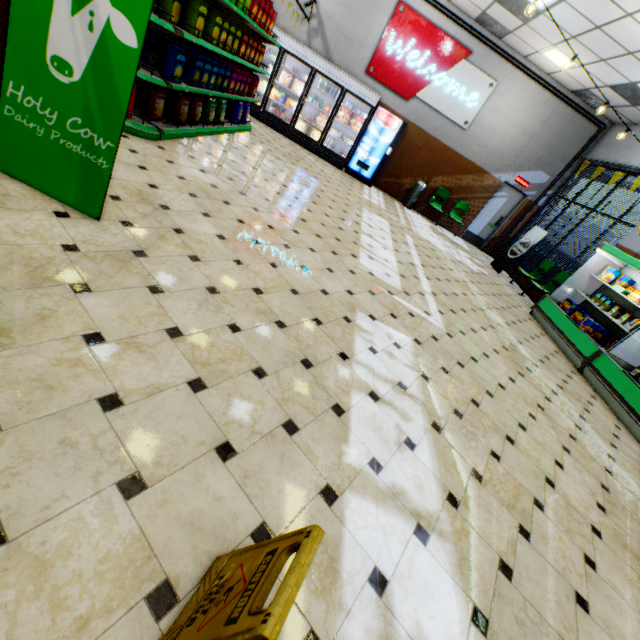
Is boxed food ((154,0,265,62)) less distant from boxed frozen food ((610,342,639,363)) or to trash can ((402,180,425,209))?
trash can ((402,180,425,209))

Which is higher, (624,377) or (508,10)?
(508,10)

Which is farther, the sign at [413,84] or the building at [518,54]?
the sign at [413,84]

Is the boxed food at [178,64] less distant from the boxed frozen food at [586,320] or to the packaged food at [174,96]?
the packaged food at [174,96]

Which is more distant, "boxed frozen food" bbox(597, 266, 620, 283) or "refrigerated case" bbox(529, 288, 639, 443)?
"boxed frozen food" bbox(597, 266, 620, 283)

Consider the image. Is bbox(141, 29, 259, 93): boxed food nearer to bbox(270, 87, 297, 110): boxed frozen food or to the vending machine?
bbox(270, 87, 297, 110): boxed frozen food

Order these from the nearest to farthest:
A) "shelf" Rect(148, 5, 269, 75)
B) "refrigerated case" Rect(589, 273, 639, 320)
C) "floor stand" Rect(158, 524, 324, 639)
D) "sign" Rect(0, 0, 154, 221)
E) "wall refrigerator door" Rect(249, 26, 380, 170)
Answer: "floor stand" Rect(158, 524, 324, 639), "sign" Rect(0, 0, 154, 221), "shelf" Rect(148, 5, 269, 75), "refrigerated case" Rect(589, 273, 639, 320), "wall refrigerator door" Rect(249, 26, 380, 170)

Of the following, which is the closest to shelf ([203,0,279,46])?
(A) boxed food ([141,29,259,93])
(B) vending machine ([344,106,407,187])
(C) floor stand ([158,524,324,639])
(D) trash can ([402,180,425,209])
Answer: (A) boxed food ([141,29,259,93])
